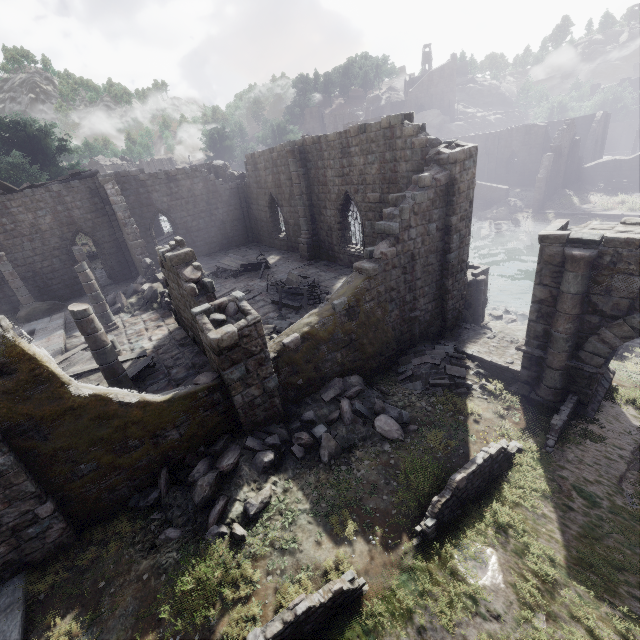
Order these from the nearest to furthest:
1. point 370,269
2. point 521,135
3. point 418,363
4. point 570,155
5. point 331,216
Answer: point 370,269
point 418,363
point 331,216
point 570,155
point 521,135

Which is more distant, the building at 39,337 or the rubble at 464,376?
the rubble at 464,376

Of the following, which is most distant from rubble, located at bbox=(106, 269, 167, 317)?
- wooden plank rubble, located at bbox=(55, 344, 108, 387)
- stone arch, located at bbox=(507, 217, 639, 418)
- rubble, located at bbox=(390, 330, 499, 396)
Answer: stone arch, located at bbox=(507, 217, 639, 418)

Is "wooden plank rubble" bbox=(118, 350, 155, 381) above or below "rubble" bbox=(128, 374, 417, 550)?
above

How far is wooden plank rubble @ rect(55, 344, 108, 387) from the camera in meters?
11.0

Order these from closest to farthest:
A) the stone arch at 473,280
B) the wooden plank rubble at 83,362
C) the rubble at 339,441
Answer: the rubble at 339,441
the wooden plank rubble at 83,362
the stone arch at 473,280

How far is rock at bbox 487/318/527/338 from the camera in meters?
16.7

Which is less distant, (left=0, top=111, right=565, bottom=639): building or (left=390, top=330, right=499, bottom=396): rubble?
(left=0, top=111, right=565, bottom=639): building
